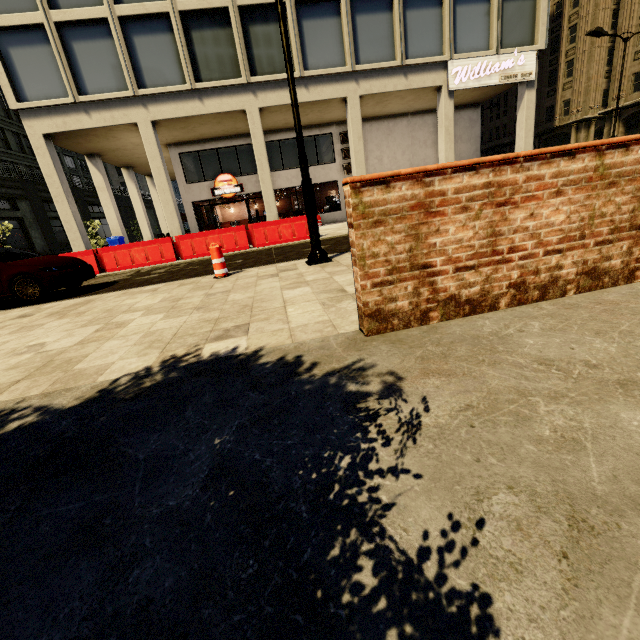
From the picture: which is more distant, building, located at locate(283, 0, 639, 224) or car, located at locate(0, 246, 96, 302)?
building, located at locate(283, 0, 639, 224)

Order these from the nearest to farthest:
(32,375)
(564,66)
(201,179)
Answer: (32,375) < (201,179) < (564,66)

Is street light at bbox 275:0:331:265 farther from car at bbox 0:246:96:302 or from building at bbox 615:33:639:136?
building at bbox 615:33:639:136

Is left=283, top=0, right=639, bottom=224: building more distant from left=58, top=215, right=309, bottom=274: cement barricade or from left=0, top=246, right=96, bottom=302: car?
left=0, top=246, right=96, bottom=302: car

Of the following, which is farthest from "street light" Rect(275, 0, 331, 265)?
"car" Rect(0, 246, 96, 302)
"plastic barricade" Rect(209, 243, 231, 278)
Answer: "car" Rect(0, 246, 96, 302)

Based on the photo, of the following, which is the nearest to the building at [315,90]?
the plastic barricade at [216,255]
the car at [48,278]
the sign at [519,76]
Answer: the sign at [519,76]

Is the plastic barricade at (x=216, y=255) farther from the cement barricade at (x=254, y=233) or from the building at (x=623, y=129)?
the building at (x=623, y=129)

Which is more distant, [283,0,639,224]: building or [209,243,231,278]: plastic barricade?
[283,0,639,224]: building
